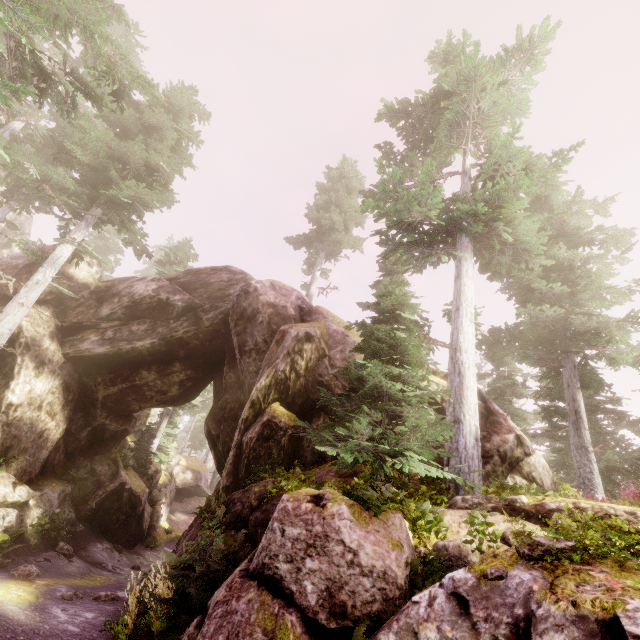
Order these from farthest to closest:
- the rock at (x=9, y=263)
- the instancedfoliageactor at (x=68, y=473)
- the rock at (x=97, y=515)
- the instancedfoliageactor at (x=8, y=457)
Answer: the instancedfoliageactor at (x=68, y=473)
the rock at (x=9, y=263)
the instancedfoliageactor at (x=8, y=457)
the rock at (x=97, y=515)

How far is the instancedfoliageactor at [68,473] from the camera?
15.3m

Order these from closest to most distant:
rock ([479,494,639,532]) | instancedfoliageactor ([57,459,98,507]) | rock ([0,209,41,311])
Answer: rock ([479,494,639,532]) < rock ([0,209,41,311]) < instancedfoliageactor ([57,459,98,507])

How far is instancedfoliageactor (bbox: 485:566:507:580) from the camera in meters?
4.2

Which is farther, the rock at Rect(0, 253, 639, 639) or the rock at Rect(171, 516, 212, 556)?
the rock at Rect(171, 516, 212, 556)

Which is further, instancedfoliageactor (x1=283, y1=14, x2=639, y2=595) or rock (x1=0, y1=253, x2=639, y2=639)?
instancedfoliageactor (x1=283, y1=14, x2=639, y2=595)

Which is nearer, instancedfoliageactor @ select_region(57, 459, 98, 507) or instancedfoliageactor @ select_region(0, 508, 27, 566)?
instancedfoliageactor @ select_region(0, 508, 27, 566)

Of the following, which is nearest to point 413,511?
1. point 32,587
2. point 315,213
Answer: point 32,587
